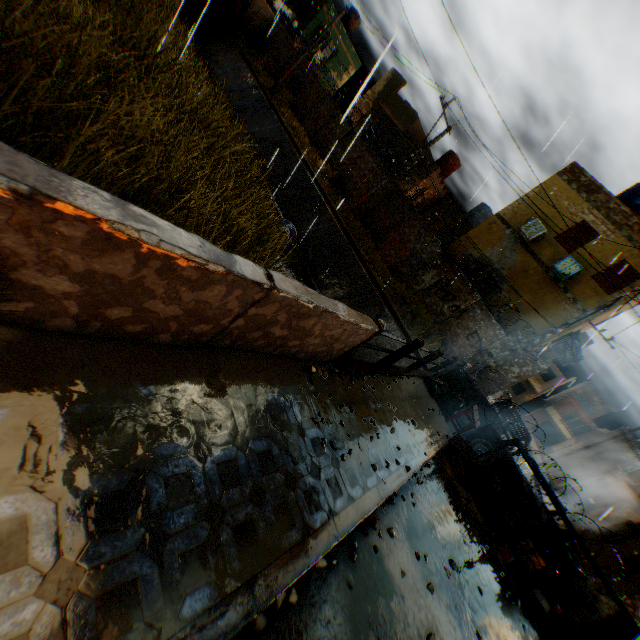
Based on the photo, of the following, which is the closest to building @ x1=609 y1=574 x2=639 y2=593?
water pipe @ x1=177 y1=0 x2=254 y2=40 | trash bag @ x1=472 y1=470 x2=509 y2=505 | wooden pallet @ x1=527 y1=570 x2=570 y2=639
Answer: trash bag @ x1=472 y1=470 x2=509 y2=505

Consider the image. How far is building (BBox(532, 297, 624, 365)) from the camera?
14.4 meters

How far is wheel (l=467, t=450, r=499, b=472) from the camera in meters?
8.3

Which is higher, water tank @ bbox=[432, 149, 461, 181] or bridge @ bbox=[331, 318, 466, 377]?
water tank @ bbox=[432, 149, 461, 181]

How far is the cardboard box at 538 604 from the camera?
6.1 meters

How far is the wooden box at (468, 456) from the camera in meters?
7.2

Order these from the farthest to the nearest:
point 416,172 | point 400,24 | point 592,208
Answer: point 416,172 → point 592,208 → point 400,24
